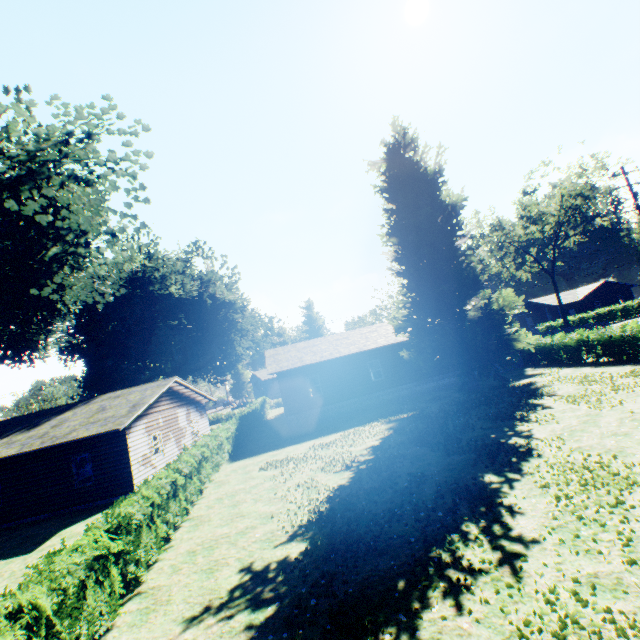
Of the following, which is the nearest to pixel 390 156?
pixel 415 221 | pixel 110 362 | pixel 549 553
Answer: pixel 415 221

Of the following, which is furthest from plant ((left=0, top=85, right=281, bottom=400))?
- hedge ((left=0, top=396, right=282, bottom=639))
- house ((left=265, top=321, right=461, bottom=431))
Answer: hedge ((left=0, top=396, right=282, bottom=639))

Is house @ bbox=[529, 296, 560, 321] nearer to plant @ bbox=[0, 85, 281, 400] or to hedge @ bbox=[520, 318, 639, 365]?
hedge @ bbox=[520, 318, 639, 365]

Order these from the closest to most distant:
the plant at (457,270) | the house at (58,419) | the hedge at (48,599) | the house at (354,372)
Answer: the hedge at (48,599), the house at (58,419), the plant at (457,270), the house at (354,372)

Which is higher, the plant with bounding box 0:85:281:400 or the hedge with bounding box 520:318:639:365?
the plant with bounding box 0:85:281:400

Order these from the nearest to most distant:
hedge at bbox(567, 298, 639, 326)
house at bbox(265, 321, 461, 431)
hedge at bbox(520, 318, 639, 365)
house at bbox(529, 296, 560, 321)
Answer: hedge at bbox(520, 318, 639, 365) → house at bbox(265, 321, 461, 431) → hedge at bbox(567, 298, 639, 326) → house at bbox(529, 296, 560, 321)

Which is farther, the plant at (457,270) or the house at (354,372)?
the house at (354,372)

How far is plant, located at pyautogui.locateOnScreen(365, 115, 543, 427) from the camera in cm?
1992
